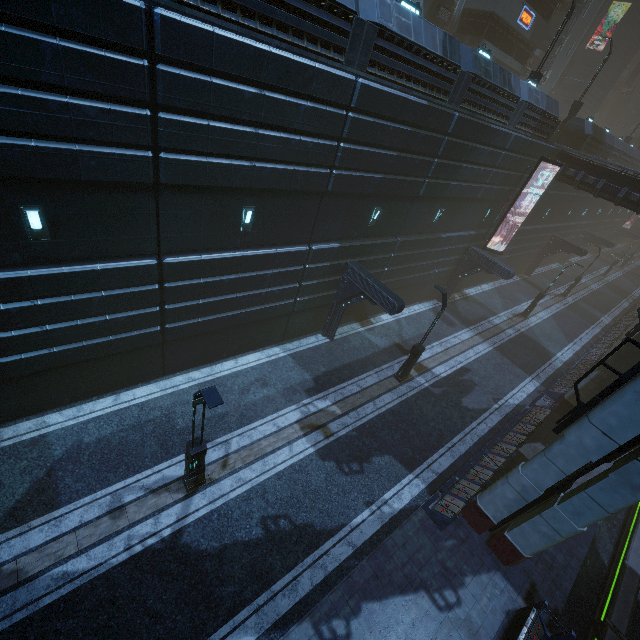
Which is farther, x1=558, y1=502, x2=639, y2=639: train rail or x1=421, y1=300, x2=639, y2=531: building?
x1=421, y1=300, x2=639, y2=531: building

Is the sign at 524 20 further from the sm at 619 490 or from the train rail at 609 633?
the train rail at 609 633

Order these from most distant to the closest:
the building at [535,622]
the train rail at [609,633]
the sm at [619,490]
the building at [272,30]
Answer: the train rail at [609,633], the building at [535,622], the building at [272,30], the sm at [619,490]

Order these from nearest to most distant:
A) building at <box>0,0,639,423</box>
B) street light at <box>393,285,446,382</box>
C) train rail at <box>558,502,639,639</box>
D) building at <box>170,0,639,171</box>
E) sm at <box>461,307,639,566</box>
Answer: building at <box>0,0,639,423</box> < sm at <box>461,307,639,566</box> < building at <box>170,0,639,171</box> < train rail at <box>558,502,639,639</box> < street light at <box>393,285,446,382</box>

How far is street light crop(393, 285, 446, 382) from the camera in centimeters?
1462cm

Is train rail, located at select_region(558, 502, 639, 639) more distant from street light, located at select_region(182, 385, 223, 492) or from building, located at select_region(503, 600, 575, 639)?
street light, located at select_region(182, 385, 223, 492)

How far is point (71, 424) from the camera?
11.33m

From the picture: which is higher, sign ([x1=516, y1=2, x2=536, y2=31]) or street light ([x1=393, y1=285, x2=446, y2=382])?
sign ([x1=516, y1=2, x2=536, y2=31])
